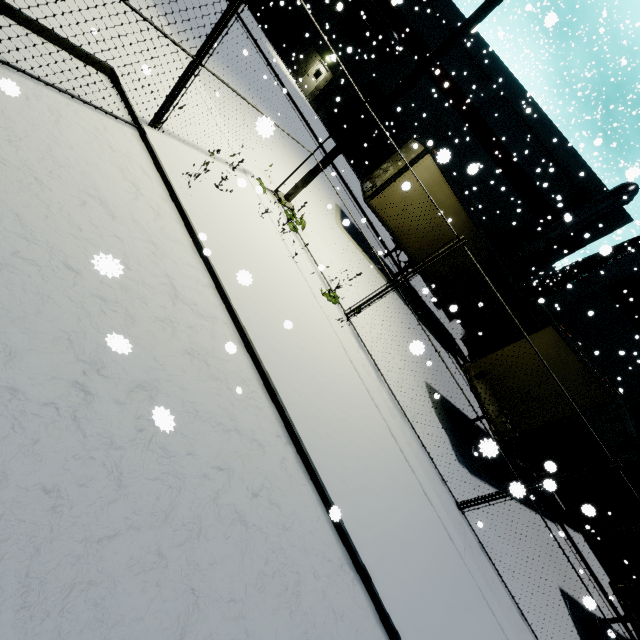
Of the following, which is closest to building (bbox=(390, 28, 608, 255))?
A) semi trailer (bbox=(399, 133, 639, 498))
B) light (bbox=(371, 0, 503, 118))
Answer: semi trailer (bbox=(399, 133, 639, 498))

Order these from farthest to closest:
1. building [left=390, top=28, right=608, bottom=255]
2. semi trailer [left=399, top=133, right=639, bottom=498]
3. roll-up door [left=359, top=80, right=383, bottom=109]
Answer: roll-up door [left=359, top=80, right=383, bottom=109], building [left=390, top=28, right=608, bottom=255], semi trailer [left=399, top=133, right=639, bottom=498]

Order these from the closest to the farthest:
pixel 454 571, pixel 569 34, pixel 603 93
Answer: pixel 454 571, pixel 569 34, pixel 603 93

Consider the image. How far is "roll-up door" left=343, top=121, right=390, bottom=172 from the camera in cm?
2430

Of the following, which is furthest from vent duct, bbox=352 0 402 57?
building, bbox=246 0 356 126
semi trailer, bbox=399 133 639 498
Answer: semi trailer, bbox=399 133 639 498

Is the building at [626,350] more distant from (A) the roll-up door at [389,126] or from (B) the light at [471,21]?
(B) the light at [471,21]

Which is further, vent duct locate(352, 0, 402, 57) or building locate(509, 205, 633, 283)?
vent duct locate(352, 0, 402, 57)

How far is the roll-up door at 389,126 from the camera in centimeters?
2339cm
